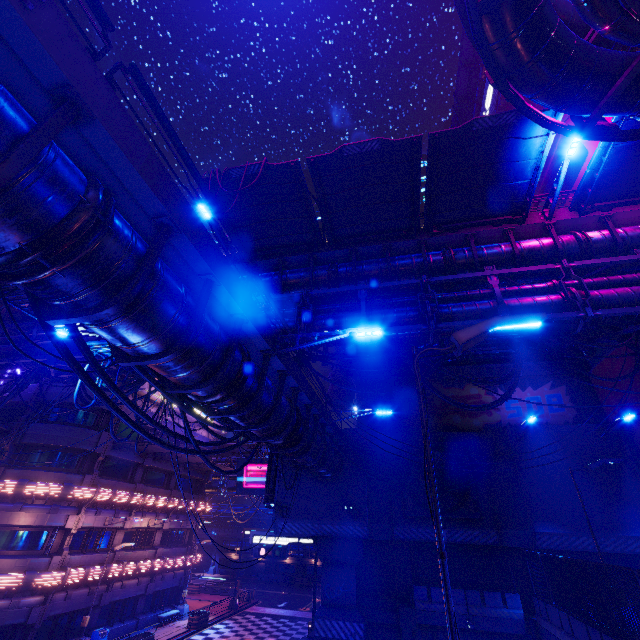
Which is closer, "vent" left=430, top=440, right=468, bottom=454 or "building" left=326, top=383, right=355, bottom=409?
"vent" left=430, top=440, right=468, bottom=454

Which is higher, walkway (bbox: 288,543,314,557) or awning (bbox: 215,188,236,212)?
awning (bbox: 215,188,236,212)

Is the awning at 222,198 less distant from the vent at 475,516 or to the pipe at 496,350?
the pipe at 496,350

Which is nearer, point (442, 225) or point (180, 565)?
point (442, 225)

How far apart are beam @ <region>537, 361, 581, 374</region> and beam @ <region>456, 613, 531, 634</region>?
13.11m

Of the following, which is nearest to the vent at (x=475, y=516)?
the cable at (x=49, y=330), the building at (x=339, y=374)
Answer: the building at (x=339, y=374)

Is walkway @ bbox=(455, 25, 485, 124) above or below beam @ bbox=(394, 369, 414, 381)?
above

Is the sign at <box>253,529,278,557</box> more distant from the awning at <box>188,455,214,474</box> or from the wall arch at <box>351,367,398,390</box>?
the awning at <box>188,455,214,474</box>
